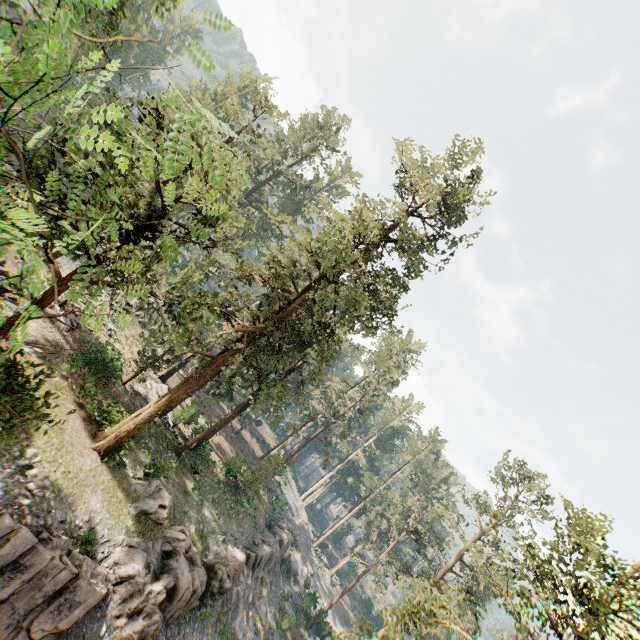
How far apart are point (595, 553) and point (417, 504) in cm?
3752

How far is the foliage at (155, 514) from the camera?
20.8m

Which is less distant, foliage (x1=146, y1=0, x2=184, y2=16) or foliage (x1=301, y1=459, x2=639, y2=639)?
foliage (x1=146, y1=0, x2=184, y2=16)

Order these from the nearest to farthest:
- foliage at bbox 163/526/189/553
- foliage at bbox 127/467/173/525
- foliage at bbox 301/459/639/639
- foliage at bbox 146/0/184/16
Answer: foliage at bbox 146/0/184/16
foliage at bbox 301/459/639/639
foliage at bbox 127/467/173/525
foliage at bbox 163/526/189/553

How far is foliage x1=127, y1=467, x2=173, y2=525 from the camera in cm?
2075
